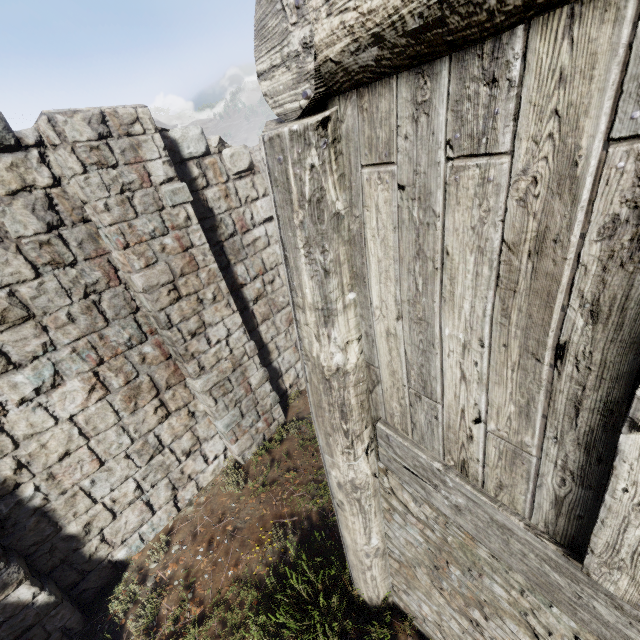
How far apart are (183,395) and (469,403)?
5.3m
